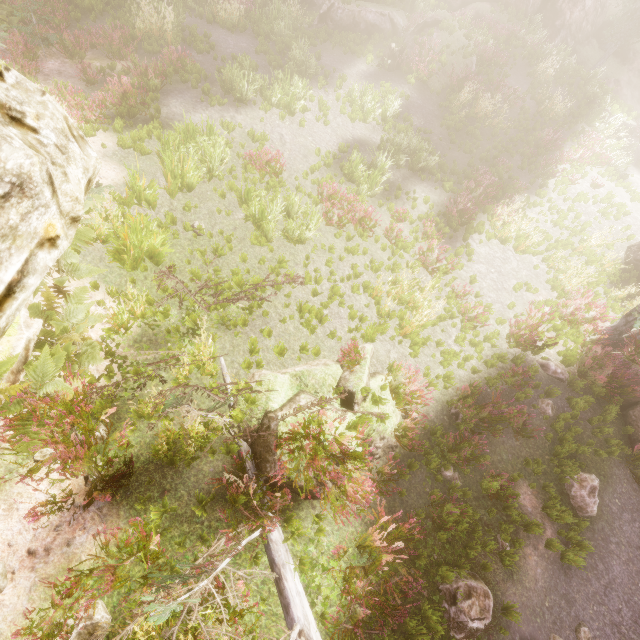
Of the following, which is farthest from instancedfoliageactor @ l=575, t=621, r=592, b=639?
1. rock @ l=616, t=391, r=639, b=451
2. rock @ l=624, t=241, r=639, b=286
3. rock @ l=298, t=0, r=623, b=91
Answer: rock @ l=298, t=0, r=623, b=91

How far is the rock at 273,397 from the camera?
6.2m

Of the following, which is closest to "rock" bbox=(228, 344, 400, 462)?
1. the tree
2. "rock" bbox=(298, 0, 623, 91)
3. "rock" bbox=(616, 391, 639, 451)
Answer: the tree

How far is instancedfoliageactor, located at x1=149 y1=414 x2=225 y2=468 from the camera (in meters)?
5.52

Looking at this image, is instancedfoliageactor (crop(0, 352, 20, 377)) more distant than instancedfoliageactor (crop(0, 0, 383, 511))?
No

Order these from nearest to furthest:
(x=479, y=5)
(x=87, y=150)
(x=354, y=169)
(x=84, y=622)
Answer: (x=87, y=150)
(x=84, y=622)
(x=354, y=169)
(x=479, y=5)

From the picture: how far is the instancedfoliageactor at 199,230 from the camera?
8.7 meters
